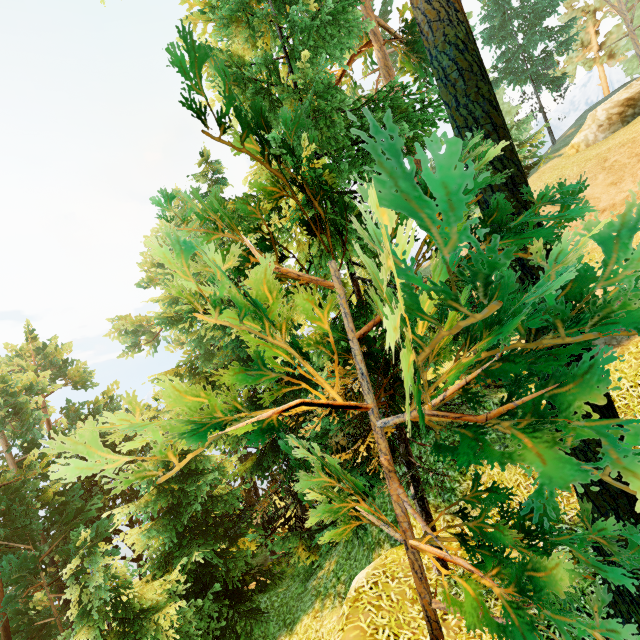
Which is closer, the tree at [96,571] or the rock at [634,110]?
the tree at [96,571]

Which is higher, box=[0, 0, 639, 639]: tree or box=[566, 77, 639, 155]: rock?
box=[566, 77, 639, 155]: rock

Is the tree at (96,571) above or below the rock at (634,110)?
below

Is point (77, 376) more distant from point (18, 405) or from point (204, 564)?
point (204, 564)

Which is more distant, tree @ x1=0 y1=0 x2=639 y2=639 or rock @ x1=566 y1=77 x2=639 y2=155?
rock @ x1=566 y1=77 x2=639 y2=155
